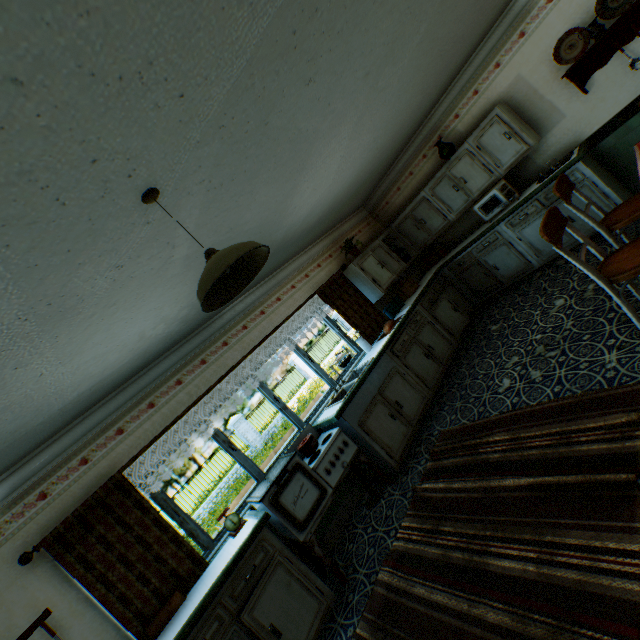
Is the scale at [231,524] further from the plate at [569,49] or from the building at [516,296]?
the plate at [569,49]

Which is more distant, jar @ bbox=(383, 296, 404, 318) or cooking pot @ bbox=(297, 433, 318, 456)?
jar @ bbox=(383, 296, 404, 318)

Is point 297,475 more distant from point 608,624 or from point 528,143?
point 528,143

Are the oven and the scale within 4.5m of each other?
yes

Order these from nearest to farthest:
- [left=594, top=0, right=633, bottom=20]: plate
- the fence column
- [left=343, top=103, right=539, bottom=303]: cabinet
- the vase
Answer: [left=594, top=0, right=633, bottom=20]: plate → [left=343, top=103, right=539, bottom=303]: cabinet → the vase → the fence column

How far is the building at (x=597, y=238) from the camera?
4.2m

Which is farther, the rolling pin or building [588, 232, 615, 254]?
building [588, 232, 615, 254]

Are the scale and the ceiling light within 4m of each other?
yes
